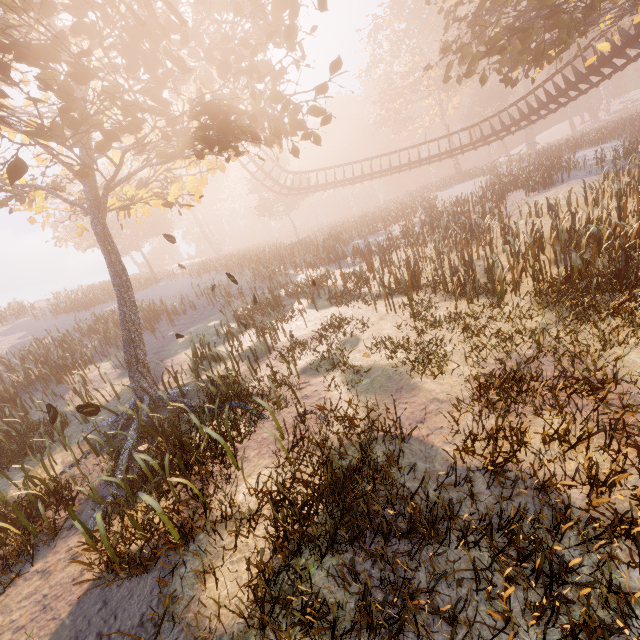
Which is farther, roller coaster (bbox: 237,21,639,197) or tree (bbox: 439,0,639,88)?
roller coaster (bbox: 237,21,639,197)

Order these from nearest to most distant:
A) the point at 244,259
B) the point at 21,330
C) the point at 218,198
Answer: the point at 244,259 < the point at 21,330 < the point at 218,198

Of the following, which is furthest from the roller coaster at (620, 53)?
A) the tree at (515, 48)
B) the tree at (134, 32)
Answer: the tree at (134, 32)

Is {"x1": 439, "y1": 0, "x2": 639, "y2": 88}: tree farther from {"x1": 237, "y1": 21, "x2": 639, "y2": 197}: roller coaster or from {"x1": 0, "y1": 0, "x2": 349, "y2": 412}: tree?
{"x1": 0, "y1": 0, "x2": 349, "y2": 412}: tree

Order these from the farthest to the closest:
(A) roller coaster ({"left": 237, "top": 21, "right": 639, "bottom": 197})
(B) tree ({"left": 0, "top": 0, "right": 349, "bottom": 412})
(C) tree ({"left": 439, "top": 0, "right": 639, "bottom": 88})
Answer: (A) roller coaster ({"left": 237, "top": 21, "right": 639, "bottom": 197}) < (C) tree ({"left": 439, "top": 0, "right": 639, "bottom": 88}) < (B) tree ({"left": 0, "top": 0, "right": 349, "bottom": 412})

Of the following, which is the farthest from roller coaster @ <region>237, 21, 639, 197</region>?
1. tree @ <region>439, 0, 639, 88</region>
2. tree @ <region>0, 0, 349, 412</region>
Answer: tree @ <region>0, 0, 349, 412</region>

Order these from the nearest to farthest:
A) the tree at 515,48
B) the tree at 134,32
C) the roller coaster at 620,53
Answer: the tree at 134,32 < the tree at 515,48 < the roller coaster at 620,53
